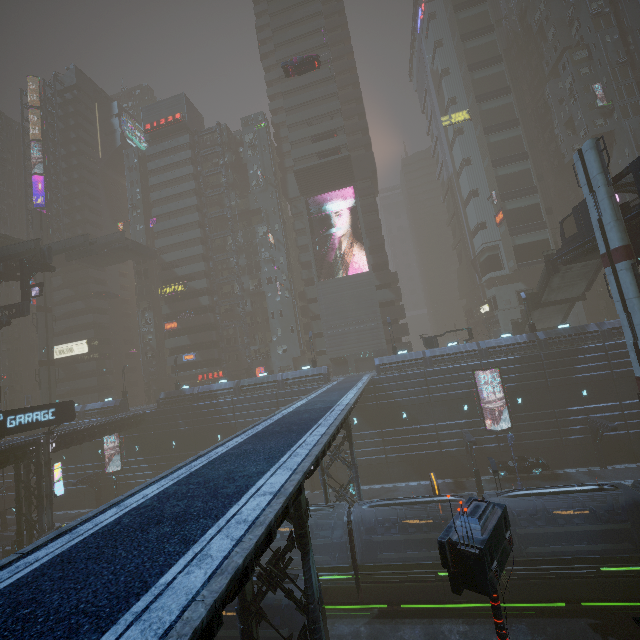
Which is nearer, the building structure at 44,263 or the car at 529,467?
the car at 529,467

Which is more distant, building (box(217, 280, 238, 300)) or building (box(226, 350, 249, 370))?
building (box(217, 280, 238, 300))

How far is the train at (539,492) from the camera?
18.3m

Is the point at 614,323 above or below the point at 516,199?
below

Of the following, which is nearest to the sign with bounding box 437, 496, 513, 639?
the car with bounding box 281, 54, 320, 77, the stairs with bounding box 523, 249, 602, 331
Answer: the stairs with bounding box 523, 249, 602, 331

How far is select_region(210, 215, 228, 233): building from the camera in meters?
58.0 m
